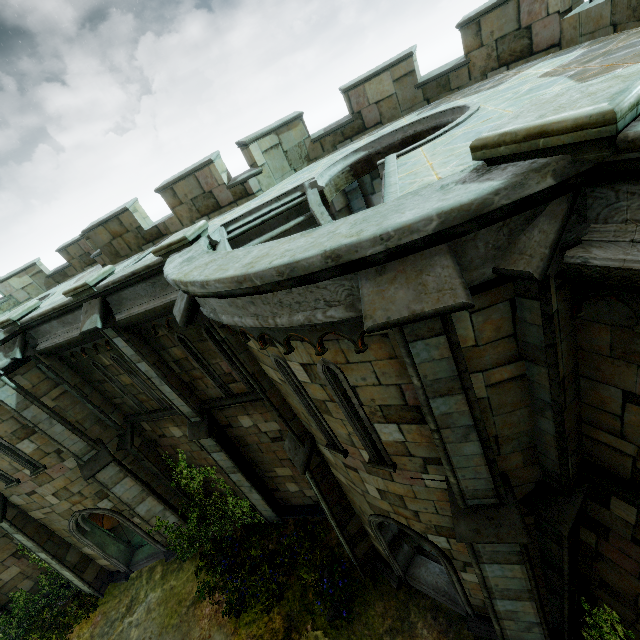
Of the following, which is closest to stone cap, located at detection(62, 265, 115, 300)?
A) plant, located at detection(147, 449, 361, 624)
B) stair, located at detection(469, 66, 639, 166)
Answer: plant, located at detection(147, 449, 361, 624)

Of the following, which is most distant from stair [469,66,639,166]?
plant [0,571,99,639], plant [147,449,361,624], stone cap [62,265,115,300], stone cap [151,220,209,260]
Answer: plant [0,571,99,639]

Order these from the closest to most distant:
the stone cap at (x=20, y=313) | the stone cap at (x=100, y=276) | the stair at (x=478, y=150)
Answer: the stair at (x=478, y=150) → the stone cap at (x=100, y=276) → the stone cap at (x=20, y=313)

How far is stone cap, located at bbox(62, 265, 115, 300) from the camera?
7.66m

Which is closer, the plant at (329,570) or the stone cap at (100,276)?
the stone cap at (100,276)

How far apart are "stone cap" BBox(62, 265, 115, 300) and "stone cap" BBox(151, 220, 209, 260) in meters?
2.2

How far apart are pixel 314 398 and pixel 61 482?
11.37m

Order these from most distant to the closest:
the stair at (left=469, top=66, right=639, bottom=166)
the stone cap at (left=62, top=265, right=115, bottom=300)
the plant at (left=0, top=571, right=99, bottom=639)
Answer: the plant at (left=0, top=571, right=99, bottom=639), the stone cap at (left=62, top=265, right=115, bottom=300), the stair at (left=469, top=66, right=639, bottom=166)
